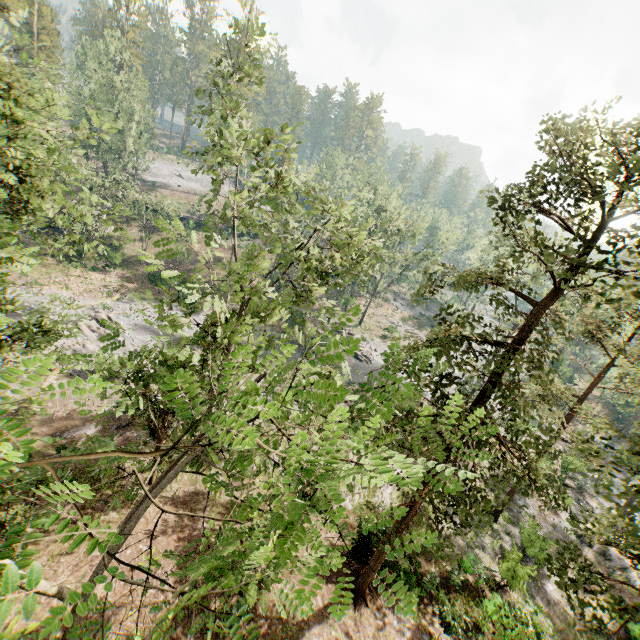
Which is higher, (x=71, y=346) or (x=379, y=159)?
(x=379, y=159)

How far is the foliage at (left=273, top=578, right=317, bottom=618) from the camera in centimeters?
167cm

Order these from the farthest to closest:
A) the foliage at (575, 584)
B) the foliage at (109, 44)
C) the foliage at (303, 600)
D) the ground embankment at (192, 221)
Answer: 1. the ground embankment at (192, 221)
2. the foliage at (109, 44)
3. the foliage at (575, 584)
4. the foliage at (303, 600)

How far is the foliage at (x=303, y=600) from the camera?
1.67m

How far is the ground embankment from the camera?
50.8 meters

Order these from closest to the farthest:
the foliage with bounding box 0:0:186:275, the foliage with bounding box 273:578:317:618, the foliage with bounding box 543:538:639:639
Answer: the foliage with bounding box 273:578:317:618 → the foliage with bounding box 543:538:639:639 → the foliage with bounding box 0:0:186:275

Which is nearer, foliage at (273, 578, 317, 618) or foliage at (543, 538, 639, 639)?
foliage at (273, 578, 317, 618)
